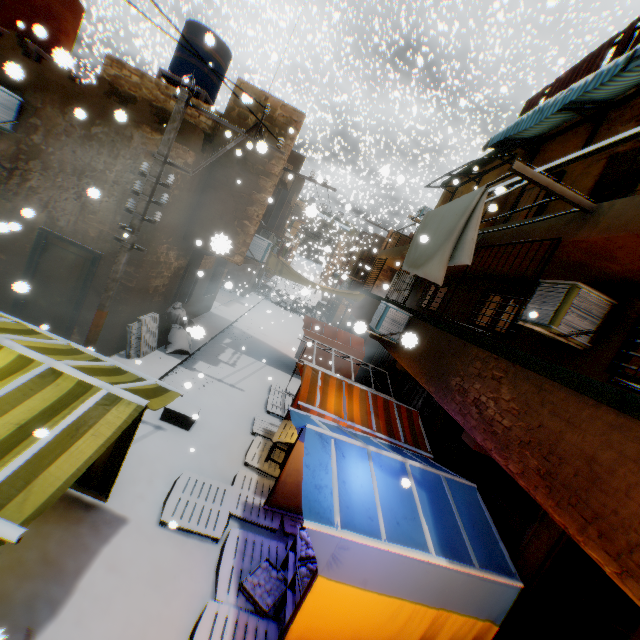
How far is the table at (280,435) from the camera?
7.58m

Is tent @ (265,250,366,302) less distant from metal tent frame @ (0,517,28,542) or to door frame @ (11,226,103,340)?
metal tent frame @ (0,517,28,542)

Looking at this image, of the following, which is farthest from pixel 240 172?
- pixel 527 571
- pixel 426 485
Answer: pixel 527 571

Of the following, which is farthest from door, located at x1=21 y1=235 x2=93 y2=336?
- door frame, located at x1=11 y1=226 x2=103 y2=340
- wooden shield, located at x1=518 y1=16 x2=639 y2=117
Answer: wooden shield, located at x1=518 y1=16 x2=639 y2=117

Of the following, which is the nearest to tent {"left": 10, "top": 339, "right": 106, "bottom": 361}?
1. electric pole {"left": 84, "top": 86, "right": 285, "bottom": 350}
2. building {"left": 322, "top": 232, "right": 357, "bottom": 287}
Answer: electric pole {"left": 84, "top": 86, "right": 285, "bottom": 350}

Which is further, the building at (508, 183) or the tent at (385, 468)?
the building at (508, 183)

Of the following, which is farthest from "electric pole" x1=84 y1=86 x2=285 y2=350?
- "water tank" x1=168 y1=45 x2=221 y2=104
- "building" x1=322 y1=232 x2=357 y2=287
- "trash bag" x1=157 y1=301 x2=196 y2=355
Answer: "building" x1=322 y1=232 x2=357 y2=287

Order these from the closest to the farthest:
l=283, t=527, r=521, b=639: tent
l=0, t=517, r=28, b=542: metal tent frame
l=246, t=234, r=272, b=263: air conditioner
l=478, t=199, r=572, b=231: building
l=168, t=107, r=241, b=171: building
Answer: l=0, t=517, r=28, b=542: metal tent frame < l=283, t=527, r=521, b=639: tent < l=478, t=199, r=572, b=231: building < l=168, t=107, r=241, b=171: building < l=246, t=234, r=272, b=263: air conditioner
